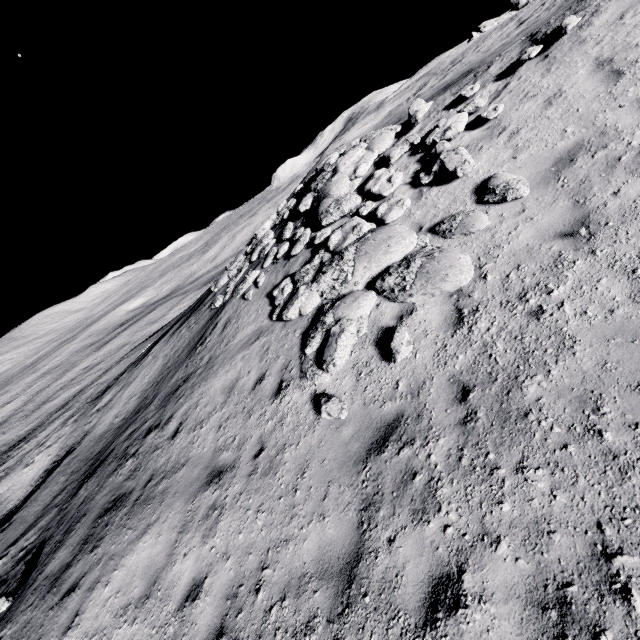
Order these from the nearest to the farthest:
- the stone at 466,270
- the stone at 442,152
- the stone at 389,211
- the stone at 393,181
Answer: the stone at 466,270 < the stone at 442,152 < the stone at 389,211 < the stone at 393,181

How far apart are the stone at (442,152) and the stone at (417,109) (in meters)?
1.34

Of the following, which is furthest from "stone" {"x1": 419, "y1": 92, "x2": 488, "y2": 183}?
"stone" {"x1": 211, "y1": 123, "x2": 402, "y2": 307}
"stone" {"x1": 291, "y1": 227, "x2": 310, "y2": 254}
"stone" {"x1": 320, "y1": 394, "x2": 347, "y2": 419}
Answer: "stone" {"x1": 320, "y1": 394, "x2": 347, "y2": 419}

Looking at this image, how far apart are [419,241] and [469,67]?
15.70m

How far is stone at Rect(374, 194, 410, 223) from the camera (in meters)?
7.99

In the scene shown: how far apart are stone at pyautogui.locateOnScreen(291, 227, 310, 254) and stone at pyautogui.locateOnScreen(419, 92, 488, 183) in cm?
439

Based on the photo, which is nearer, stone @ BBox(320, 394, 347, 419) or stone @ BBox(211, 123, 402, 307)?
stone @ BBox(320, 394, 347, 419)

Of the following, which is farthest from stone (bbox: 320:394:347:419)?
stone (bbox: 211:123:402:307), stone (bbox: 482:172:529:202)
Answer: stone (bbox: 211:123:402:307)
